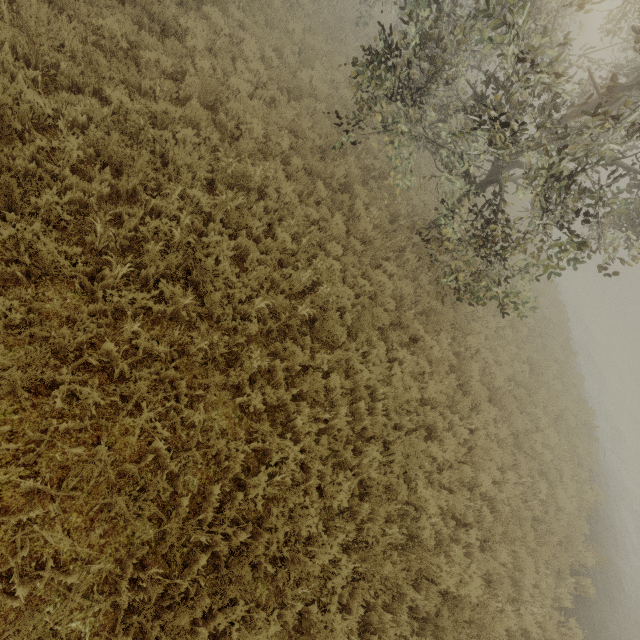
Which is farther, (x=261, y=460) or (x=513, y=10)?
(x=513, y=10)
